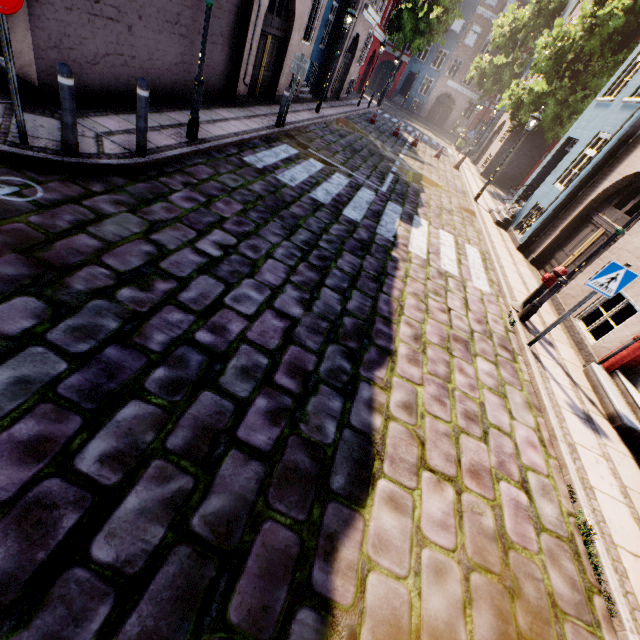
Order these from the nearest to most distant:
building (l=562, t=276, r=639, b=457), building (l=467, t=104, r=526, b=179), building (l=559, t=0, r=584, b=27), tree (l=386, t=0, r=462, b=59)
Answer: building (l=562, t=276, r=639, b=457), building (l=559, t=0, r=584, b=27), building (l=467, t=104, r=526, b=179), tree (l=386, t=0, r=462, b=59)

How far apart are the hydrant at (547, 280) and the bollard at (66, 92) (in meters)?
8.51

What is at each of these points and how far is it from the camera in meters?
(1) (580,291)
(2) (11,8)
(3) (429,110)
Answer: (1) building, 7.9 m
(2) sign, 3.6 m
(3) building, 39.4 m

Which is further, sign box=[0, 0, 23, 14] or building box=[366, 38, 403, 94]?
building box=[366, 38, 403, 94]

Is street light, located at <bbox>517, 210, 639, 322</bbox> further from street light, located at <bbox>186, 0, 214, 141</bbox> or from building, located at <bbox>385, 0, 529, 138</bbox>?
street light, located at <bbox>186, 0, 214, 141</bbox>

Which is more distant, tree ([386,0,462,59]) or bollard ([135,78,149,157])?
tree ([386,0,462,59])

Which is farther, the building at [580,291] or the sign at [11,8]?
the building at [580,291]

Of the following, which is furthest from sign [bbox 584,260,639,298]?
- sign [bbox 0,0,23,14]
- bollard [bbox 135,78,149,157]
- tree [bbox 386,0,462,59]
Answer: tree [bbox 386,0,462,59]
